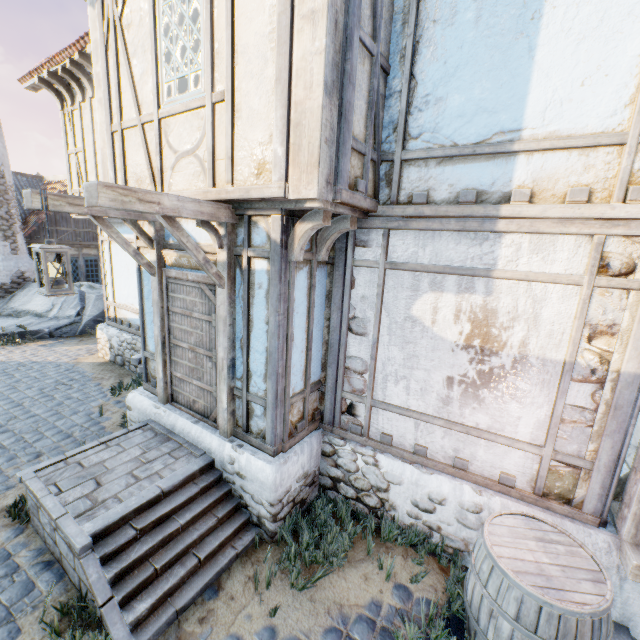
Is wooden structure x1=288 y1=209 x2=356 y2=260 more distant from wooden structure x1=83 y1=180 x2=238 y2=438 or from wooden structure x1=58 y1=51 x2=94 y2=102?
wooden structure x1=58 y1=51 x2=94 y2=102

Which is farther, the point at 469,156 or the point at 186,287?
the point at 186,287

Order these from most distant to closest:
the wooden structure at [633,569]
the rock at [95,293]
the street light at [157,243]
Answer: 1. the rock at [95,293]
2. the street light at [157,243]
3. the wooden structure at [633,569]

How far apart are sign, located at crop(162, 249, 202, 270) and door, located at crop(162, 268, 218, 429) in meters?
0.0 m

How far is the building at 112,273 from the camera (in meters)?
5.17

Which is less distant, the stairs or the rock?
the stairs

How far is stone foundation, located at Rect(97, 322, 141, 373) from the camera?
8.4m

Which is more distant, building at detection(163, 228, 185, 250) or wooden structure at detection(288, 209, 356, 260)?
building at detection(163, 228, 185, 250)
